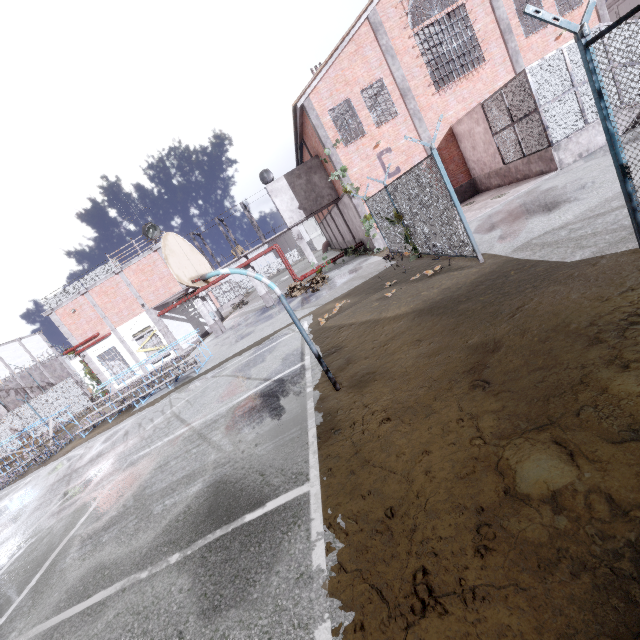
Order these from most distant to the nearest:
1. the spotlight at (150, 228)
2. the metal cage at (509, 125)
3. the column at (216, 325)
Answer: the column at (216, 325)
the spotlight at (150, 228)
the metal cage at (509, 125)

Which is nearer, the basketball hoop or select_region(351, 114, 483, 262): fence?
the basketball hoop

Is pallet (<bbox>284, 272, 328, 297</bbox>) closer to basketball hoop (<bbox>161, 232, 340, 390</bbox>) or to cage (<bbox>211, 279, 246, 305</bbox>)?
cage (<bbox>211, 279, 246, 305</bbox>)

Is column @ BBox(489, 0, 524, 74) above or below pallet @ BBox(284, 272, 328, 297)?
above

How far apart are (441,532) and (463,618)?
0.6 meters

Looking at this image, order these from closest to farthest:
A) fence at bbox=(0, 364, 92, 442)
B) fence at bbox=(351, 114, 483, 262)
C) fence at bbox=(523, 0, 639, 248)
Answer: fence at bbox=(523, 0, 639, 248) → fence at bbox=(351, 114, 483, 262) → fence at bbox=(0, 364, 92, 442)

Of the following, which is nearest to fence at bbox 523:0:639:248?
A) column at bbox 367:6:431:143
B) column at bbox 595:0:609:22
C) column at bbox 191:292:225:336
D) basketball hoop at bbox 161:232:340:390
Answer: column at bbox 191:292:225:336

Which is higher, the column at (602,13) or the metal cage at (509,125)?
the column at (602,13)
